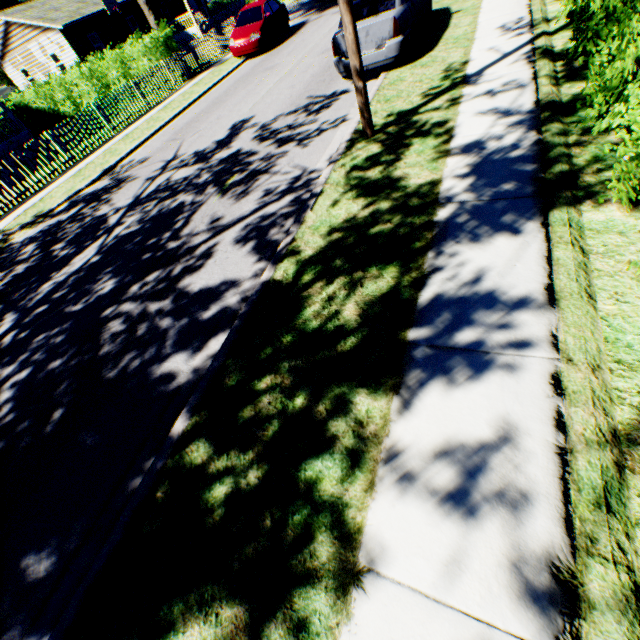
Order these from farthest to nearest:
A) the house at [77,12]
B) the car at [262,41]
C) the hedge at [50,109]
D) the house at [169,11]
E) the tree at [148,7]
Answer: the house at [169,11] → the house at [77,12] → the tree at [148,7] → the hedge at [50,109] → the car at [262,41]

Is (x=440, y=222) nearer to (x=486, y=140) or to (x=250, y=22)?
(x=486, y=140)

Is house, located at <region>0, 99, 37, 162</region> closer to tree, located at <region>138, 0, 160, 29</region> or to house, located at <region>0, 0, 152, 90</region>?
tree, located at <region>138, 0, 160, 29</region>

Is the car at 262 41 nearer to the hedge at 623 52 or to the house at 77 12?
the hedge at 623 52

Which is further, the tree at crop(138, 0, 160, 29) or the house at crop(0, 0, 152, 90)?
the house at crop(0, 0, 152, 90)

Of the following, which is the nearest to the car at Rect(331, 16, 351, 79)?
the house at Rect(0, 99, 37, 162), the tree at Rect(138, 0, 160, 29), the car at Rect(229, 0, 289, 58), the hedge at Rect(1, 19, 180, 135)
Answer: the car at Rect(229, 0, 289, 58)

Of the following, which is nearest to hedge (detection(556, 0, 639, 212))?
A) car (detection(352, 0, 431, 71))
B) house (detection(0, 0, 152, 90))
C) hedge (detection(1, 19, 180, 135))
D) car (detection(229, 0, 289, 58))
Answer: car (detection(352, 0, 431, 71))

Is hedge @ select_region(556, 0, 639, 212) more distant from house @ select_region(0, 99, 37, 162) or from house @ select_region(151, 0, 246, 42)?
house @ select_region(151, 0, 246, 42)
